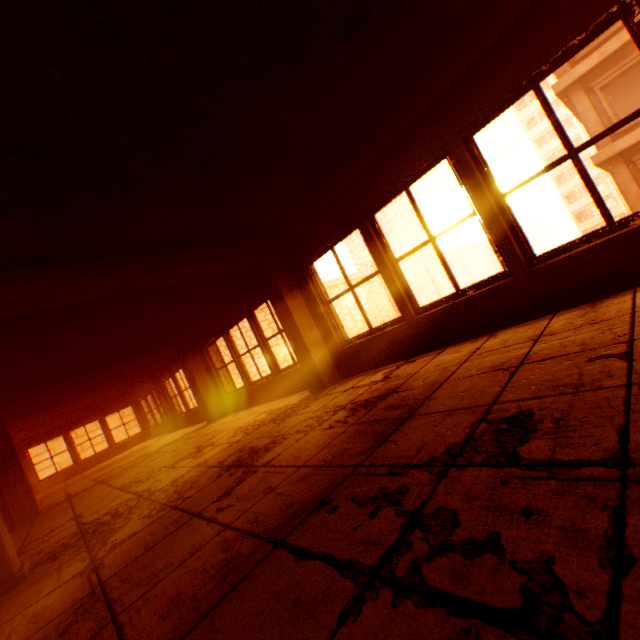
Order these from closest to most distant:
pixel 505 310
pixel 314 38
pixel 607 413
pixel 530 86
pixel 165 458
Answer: pixel 607 413 → pixel 314 38 → pixel 530 86 → pixel 505 310 → pixel 165 458

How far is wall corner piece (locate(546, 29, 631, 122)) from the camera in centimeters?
1082cm

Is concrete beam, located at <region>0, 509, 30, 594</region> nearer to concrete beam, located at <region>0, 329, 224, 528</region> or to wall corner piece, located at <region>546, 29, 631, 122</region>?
concrete beam, located at <region>0, 329, 224, 528</region>

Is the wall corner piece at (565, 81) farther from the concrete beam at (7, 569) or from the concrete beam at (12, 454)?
the concrete beam at (12, 454)

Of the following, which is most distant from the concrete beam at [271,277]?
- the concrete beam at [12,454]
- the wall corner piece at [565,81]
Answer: the wall corner piece at [565,81]

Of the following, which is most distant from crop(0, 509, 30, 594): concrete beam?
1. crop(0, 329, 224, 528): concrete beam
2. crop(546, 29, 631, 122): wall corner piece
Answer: crop(546, 29, 631, 122): wall corner piece

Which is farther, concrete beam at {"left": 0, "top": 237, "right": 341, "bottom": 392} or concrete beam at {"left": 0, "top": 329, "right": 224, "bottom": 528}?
concrete beam at {"left": 0, "top": 329, "right": 224, "bottom": 528}
